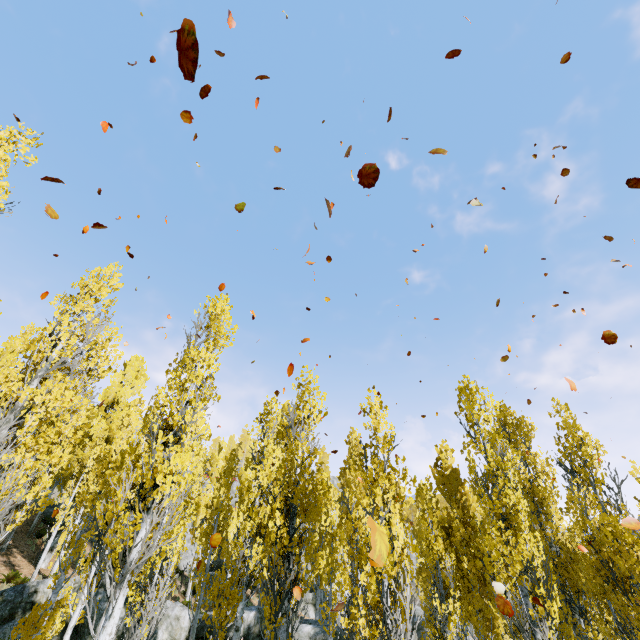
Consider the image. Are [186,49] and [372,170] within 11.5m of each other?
yes

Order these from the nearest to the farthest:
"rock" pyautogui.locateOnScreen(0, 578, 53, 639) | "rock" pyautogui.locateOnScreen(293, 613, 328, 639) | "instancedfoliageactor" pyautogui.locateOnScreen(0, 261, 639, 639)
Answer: "instancedfoliageactor" pyautogui.locateOnScreen(0, 261, 639, 639) → "rock" pyautogui.locateOnScreen(0, 578, 53, 639) → "rock" pyautogui.locateOnScreen(293, 613, 328, 639)

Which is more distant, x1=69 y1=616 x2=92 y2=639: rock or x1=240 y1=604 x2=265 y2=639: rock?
x1=240 y1=604 x2=265 y2=639: rock

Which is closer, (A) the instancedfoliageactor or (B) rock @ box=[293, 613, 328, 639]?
(A) the instancedfoliageactor

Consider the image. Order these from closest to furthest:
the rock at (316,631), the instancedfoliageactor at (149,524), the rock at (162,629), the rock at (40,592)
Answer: the instancedfoliageactor at (149,524) → the rock at (40,592) → the rock at (162,629) → the rock at (316,631)

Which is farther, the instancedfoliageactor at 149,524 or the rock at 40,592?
the rock at 40,592

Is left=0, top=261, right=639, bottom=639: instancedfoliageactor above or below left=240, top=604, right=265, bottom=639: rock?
above
